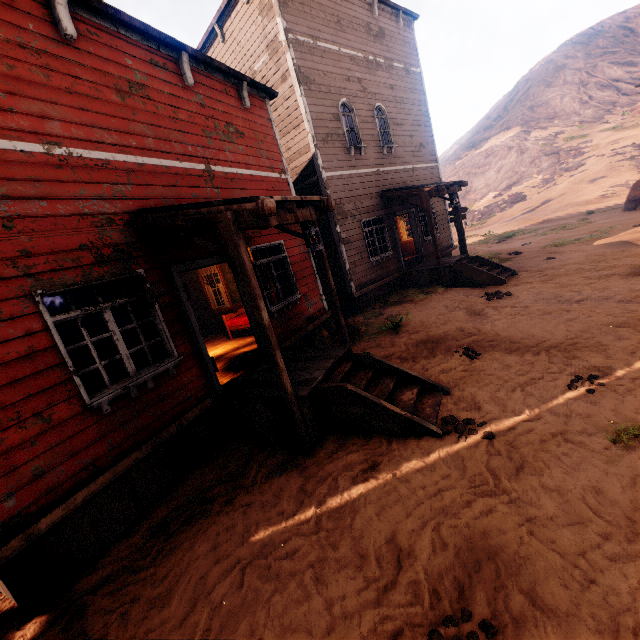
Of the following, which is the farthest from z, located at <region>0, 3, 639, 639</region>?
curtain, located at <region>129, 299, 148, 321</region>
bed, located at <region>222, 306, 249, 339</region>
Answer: curtain, located at <region>129, 299, 148, 321</region>

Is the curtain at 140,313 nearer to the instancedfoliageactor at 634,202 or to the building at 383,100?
the building at 383,100

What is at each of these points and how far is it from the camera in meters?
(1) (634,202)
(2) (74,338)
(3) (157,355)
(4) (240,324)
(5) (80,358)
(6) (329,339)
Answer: (1) instancedfoliageactor, 18.4 m
(2) curtain, 4.1 m
(3) curtain, 5.1 m
(4) bed, 9.4 m
(5) curtain, 4.1 m
(6) z, 8.2 m

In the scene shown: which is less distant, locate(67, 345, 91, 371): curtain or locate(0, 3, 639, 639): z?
locate(0, 3, 639, 639): z

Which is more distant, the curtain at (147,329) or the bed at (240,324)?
the bed at (240,324)

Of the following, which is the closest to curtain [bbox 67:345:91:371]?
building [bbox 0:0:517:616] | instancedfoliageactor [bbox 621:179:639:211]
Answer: building [bbox 0:0:517:616]

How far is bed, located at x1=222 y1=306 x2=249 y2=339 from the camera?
9.4m
